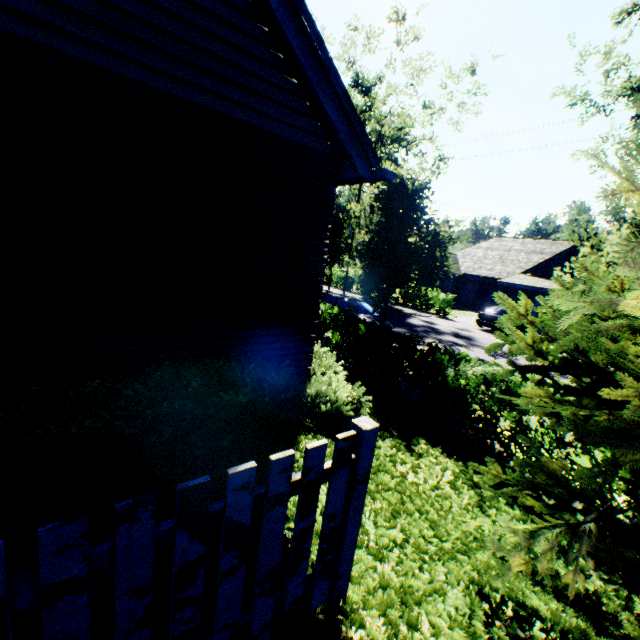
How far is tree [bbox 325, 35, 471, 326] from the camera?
11.0m

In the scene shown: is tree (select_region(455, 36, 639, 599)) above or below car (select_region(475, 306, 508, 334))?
above

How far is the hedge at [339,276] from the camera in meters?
33.5 m

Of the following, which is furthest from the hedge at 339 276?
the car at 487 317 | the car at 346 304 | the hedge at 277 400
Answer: the hedge at 277 400

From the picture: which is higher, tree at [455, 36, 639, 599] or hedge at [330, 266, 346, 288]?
tree at [455, 36, 639, 599]

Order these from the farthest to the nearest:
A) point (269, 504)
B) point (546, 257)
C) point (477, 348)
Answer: point (546, 257) → point (477, 348) → point (269, 504)

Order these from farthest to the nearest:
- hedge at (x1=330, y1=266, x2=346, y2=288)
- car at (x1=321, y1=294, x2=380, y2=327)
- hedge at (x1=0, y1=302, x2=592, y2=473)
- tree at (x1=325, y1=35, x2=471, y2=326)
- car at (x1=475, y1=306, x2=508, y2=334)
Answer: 1. hedge at (x1=330, y1=266, x2=346, y2=288)
2. car at (x1=475, y1=306, x2=508, y2=334)
3. car at (x1=321, y1=294, x2=380, y2=327)
4. tree at (x1=325, y1=35, x2=471, y2=326)
5. hedge at (x1=0, y1=302, x2=592, y2=473)

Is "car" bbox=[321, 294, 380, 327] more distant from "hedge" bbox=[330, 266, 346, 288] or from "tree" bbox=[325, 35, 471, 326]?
"hedge" bbox=[330, 266, 346, 288]
